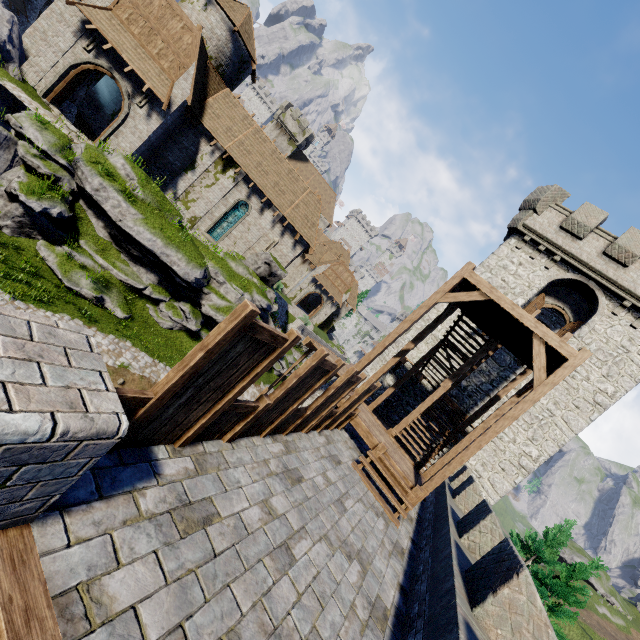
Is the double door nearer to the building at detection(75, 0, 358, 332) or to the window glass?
the building at detection(75, 0, 358, 332)

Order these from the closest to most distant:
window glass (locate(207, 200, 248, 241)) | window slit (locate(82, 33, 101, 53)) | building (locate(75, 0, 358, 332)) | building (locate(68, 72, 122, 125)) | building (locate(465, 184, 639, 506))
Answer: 1. building (locate(465, 184, 639, 506))
2. window slit (locate(82, 33, 101, 53))
3. building (locate(75, 0, 358, 332))
4. building (locate(68, 72, 122, 125))
5. window glass (locate(207, 200, 248, 241))

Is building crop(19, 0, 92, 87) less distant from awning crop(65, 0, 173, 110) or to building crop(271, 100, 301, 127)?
awning crop(65, 0, 173, 110)

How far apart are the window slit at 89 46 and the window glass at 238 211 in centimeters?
1091cm

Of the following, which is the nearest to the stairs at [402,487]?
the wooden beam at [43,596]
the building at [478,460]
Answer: the building at [478,460]

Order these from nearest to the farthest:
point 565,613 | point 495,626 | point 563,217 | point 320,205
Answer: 1. point 495,626
2. point 565,613
3. point 563,217
4. point 320,205

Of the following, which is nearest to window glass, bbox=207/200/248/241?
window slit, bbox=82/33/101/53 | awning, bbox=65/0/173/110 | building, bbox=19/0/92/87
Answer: building, bbox=19/0/92/87

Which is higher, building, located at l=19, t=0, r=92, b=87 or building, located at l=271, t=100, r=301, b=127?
building, located at l=271, t=100, r=301, b=127
